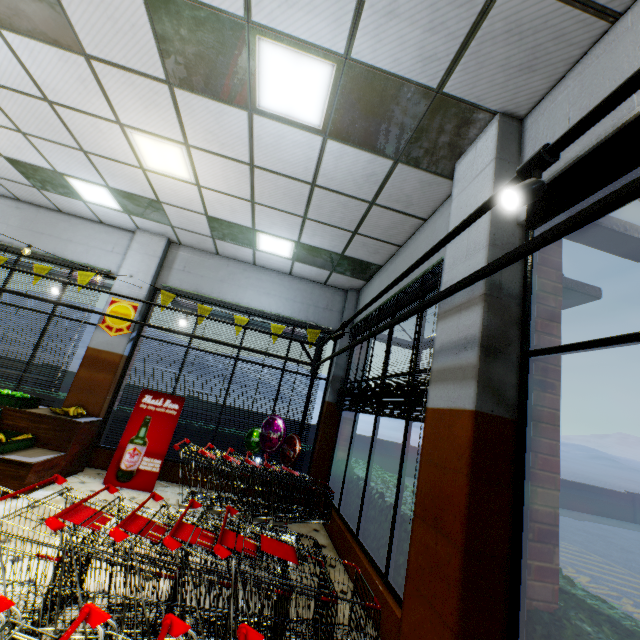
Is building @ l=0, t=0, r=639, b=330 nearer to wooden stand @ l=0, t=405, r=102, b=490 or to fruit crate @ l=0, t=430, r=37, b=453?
wooden stand @ l=0, t=405, r=102, b=490

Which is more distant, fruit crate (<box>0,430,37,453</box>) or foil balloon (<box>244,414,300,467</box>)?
foil balloon (<box>244,414,300,467</box>)

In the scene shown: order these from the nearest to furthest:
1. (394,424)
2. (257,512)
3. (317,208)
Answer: (257,512)
(317,208)
(394,424)

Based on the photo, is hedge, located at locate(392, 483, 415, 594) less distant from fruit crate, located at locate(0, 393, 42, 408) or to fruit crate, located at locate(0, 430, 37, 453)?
fruit crate, located at locate(0, 430, 37, 453)

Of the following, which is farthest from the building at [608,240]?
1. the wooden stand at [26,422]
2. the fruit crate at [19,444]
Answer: the fruit crate at [19,444]

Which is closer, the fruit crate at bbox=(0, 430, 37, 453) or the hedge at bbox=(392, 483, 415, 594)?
the hedge at bbox=(392, 483, 415, 594)

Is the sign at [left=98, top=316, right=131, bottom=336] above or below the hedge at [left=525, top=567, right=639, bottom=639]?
above
